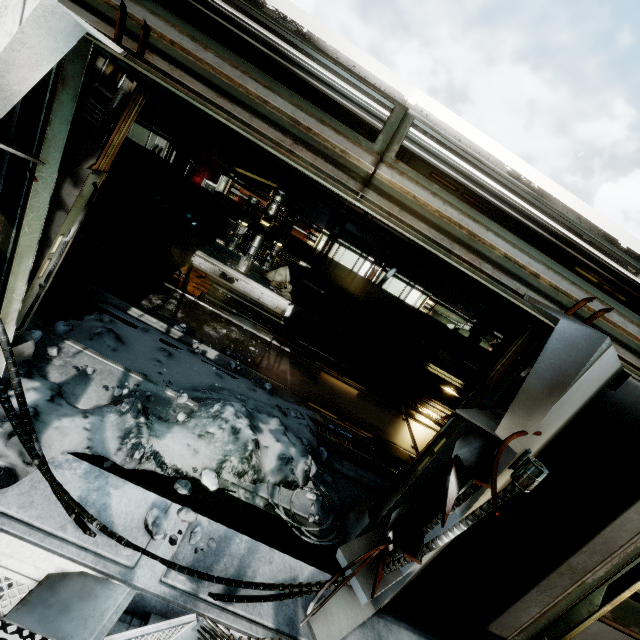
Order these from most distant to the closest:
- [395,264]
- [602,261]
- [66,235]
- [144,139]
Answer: [395,264], [144,139], [602,261], [66,235]

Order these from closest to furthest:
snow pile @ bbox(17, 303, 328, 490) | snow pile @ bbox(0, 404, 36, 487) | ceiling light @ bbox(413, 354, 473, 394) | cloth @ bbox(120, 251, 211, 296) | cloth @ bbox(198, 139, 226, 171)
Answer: snow pile @ bbox(0, 404, 36, 487) < snow pile @ bbox(17, 303, 328, 490) < cloth @ bbox(120, 251, 211, 296) < ceiling light @ bbox(413, 354, 473, 394) < cloth @ bbox(198, 139, 226, 171)

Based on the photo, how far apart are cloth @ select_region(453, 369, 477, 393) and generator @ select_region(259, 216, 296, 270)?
6.35m

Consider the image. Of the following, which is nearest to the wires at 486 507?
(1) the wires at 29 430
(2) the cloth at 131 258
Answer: (1) the wires at 29 430

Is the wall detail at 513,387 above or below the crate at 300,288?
above

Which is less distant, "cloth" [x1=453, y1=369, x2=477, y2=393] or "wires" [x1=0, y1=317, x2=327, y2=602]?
"wires" [x1=0, y1=317, x2=327, y2=602]

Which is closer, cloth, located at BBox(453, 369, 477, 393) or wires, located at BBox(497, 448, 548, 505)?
wires, located at BBox(497, 448, 548, 505)

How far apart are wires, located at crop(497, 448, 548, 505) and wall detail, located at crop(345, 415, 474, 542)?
0.8 meters
